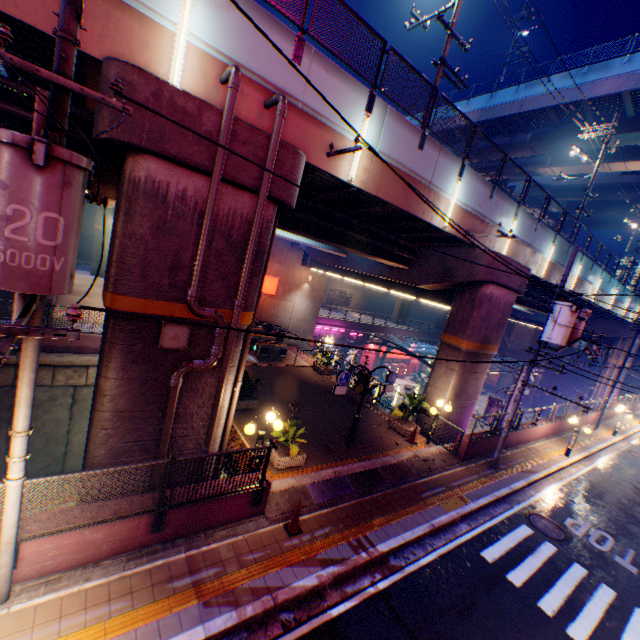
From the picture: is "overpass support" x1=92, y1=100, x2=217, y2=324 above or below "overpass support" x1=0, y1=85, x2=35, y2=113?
below

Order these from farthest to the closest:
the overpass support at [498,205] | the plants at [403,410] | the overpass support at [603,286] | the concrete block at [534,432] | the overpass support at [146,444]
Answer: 1. the overpass support at [603,286]
2. the concrete block at [534,432]
3. the plants at [403,410]
4. the overpass support at [498,205]
5. the overpass support at [146,444]

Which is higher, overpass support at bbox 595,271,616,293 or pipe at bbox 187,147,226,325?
overpass support at bbox 595,271,616,293

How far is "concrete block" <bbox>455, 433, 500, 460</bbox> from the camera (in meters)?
14.11

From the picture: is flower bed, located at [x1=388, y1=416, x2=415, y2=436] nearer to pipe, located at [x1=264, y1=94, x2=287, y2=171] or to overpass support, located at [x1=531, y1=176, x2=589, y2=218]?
overpass support, located at [x1=531, y1=176, x2=589, y2=218]

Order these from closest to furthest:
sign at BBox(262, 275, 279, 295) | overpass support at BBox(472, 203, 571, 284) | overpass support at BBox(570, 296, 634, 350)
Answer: overpass support at BBox(472, 203, 571, 284) < sign at BBox(262, 275, 279, 295) < overpass support at BBox(570, 296, 634, 350)

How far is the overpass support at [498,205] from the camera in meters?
12.8

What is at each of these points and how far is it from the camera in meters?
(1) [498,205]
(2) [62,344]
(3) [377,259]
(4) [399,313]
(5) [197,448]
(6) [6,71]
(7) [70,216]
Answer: (1) overpass support, 14.3
(2) concrete block, 13.9
(3) overpass support, 17.2
(4) overpass support, 59.0
(5) overpass support, 8.6
(6) overpass support, 7.2
(7) electric pole, 3.6
